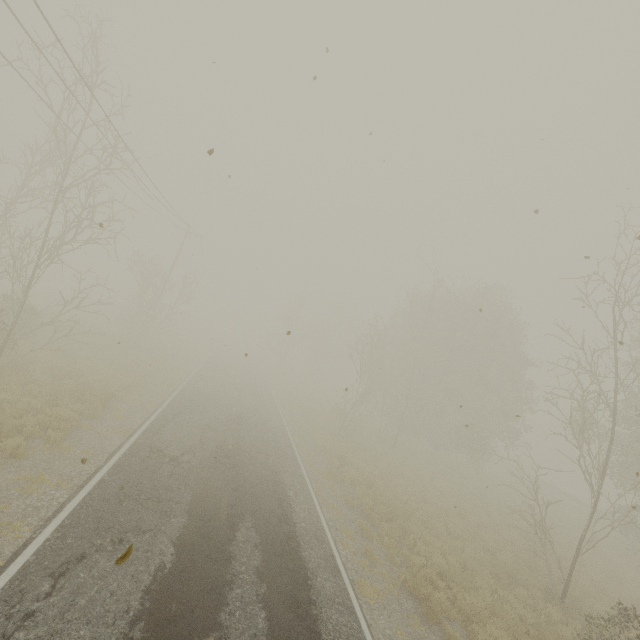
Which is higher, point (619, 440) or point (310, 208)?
point (310, 208)
